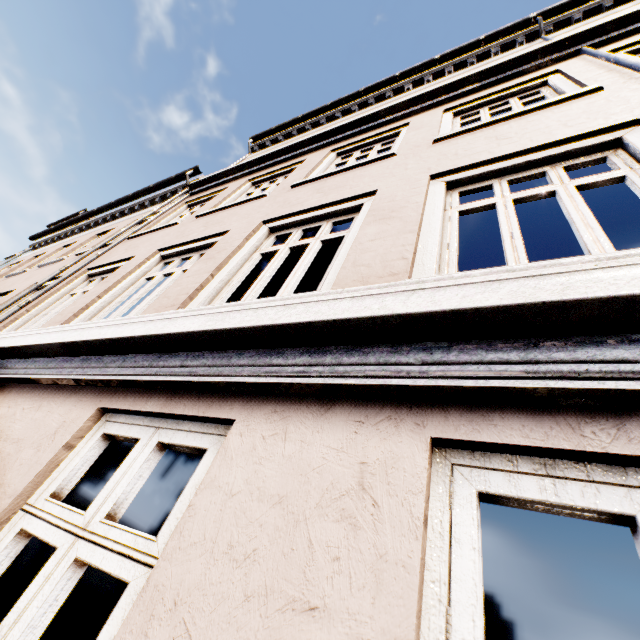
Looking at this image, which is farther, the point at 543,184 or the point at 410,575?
the point at 543,184
